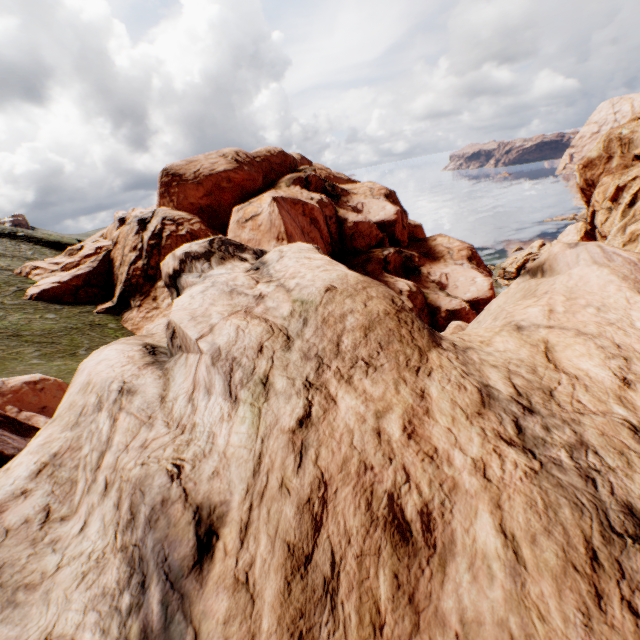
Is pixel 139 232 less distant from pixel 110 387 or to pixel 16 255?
pixel 16 255
